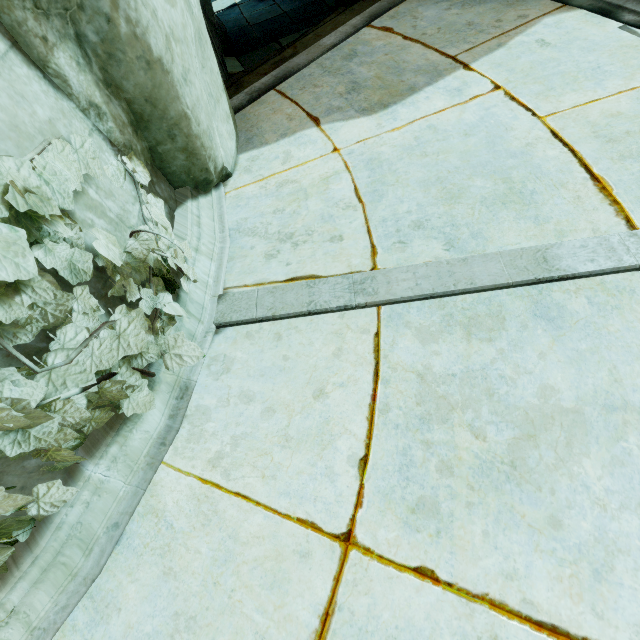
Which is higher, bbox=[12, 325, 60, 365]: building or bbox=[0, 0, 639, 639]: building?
bbox=[12, 325, 60, 365]: building

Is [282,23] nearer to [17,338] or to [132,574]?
[17,338]

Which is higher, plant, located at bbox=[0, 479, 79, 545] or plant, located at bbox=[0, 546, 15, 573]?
plant, located at bbox=[0, 546, 15, 573]

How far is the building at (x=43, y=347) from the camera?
1.3 meters

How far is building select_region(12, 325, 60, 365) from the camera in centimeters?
126cm

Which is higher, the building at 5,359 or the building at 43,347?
the building at 5,359

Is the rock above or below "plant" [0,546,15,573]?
below

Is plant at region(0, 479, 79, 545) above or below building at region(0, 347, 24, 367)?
below
